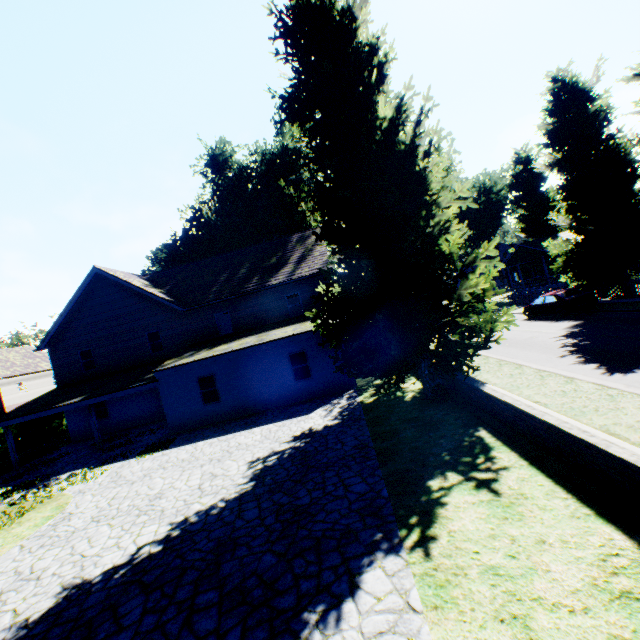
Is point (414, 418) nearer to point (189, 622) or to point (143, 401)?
point (189, 622)

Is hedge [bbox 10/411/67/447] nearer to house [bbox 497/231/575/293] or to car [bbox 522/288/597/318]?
car [bbox 522/288/597/318]

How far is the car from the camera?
19.73m

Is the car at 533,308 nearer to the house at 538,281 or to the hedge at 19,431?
the house at 538,281

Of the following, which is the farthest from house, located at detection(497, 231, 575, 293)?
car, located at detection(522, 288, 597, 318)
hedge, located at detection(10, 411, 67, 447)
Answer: hedge, located at detection(10, 411, 67, 447)

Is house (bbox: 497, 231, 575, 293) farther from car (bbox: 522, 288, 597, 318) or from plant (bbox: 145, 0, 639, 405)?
car (bbox: 522, 288, 597, 318)

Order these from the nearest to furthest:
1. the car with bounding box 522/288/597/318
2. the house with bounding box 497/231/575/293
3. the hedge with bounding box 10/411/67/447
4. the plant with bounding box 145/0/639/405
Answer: the plant with bounding box 145/0/639/405 < the car with bounding box 522/288/597/318 < the hedge with bounding box 10/411/67/447 < the house with bounding box 497/231/575/293

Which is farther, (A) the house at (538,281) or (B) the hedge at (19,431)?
(A) the house at (538,281)
